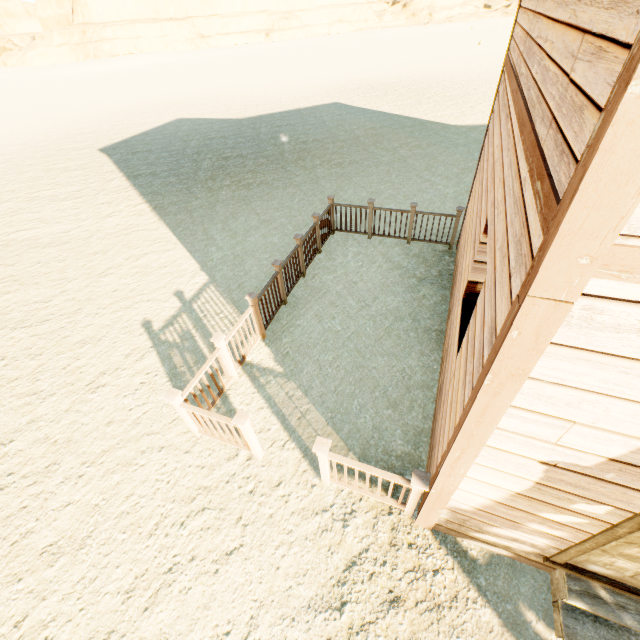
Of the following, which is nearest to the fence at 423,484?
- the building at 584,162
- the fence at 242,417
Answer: the building at 584,162

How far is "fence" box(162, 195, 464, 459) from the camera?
4.05m

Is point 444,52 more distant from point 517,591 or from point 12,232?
point 517,591

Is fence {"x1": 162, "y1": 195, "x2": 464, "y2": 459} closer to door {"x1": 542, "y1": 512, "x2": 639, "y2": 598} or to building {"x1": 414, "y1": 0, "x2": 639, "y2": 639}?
building {"x1": 414, "y1": 0, "x2": 639, "y2": 639}

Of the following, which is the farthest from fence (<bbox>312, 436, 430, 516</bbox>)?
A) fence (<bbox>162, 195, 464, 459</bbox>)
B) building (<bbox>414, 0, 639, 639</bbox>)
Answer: fence (<bbox>162, 195, 464, 459</bbox>)

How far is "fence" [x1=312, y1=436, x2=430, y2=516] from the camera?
3.12m

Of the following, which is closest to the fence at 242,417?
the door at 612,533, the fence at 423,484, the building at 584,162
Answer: the building at 584,162

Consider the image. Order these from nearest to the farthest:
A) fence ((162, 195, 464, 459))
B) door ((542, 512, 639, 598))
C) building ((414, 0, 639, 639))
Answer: building ((414, 0, 639, 639)) → door ((542, 512, 639, 598)) → fence ((162, 195, 464, 459))
